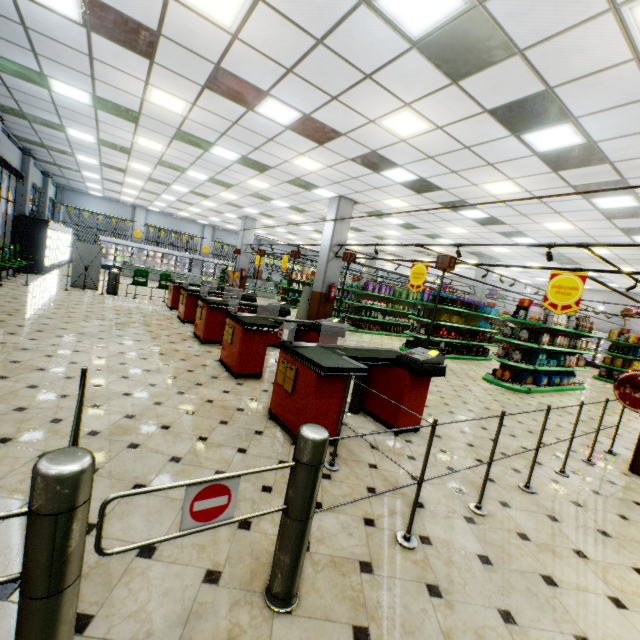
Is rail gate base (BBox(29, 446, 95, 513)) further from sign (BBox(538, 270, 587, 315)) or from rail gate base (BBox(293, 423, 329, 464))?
sign (BBox(538, 270, 587, 315))

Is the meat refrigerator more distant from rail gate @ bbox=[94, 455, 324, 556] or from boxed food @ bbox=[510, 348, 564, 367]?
rail gate @ bbox=[94, 455, 324, 556]

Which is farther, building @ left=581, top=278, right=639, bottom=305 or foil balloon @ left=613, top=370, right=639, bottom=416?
building @ left=581, top=278, right=639, bottom=305

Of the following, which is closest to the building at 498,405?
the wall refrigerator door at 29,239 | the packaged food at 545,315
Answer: the wall refrigerator door at 29,239

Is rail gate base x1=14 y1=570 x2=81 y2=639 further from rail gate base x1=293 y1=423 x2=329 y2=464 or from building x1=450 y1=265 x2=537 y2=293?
rail gate base x1=293 y1=423 x2=329 y2=464

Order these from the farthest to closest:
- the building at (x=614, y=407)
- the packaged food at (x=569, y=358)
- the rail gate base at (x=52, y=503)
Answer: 1. the packaged food at (x=569, y=358)
2. the building at (x=614, y=407)
3. the rail gate base at (x=52, y=503)

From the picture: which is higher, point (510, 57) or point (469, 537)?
point (510, 57)

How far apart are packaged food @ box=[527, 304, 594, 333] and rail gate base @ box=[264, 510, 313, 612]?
10.4 meters
